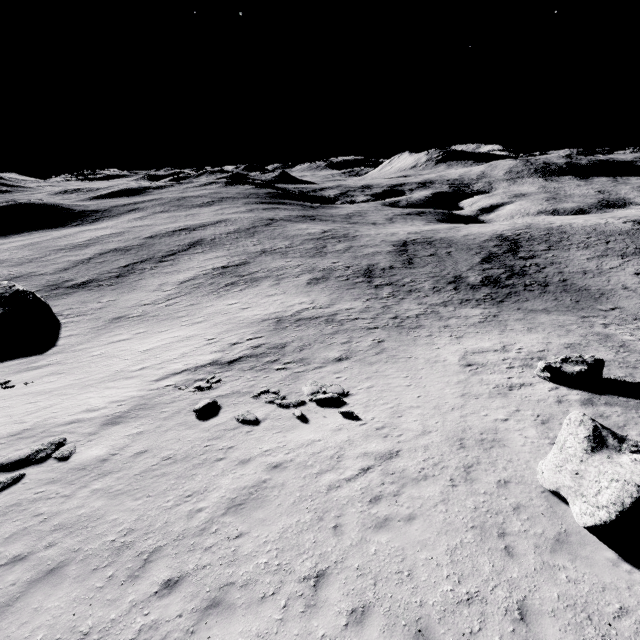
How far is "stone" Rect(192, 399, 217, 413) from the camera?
14.6 meters

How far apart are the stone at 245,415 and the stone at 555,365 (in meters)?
15.55

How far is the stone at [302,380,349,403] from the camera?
15.3 meters

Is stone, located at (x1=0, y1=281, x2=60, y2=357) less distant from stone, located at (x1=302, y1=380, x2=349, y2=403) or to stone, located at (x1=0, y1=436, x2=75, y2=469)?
stone, located at (x1=0, y1=436, x2=75, y2=469)

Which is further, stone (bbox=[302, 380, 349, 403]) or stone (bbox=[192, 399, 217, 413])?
stone (bbox=[302, 380, 349, 403])

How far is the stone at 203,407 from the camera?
14.63m

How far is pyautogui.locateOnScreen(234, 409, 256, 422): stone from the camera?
13.8m

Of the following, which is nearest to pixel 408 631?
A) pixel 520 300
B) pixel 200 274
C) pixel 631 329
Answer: pixel 631 329
